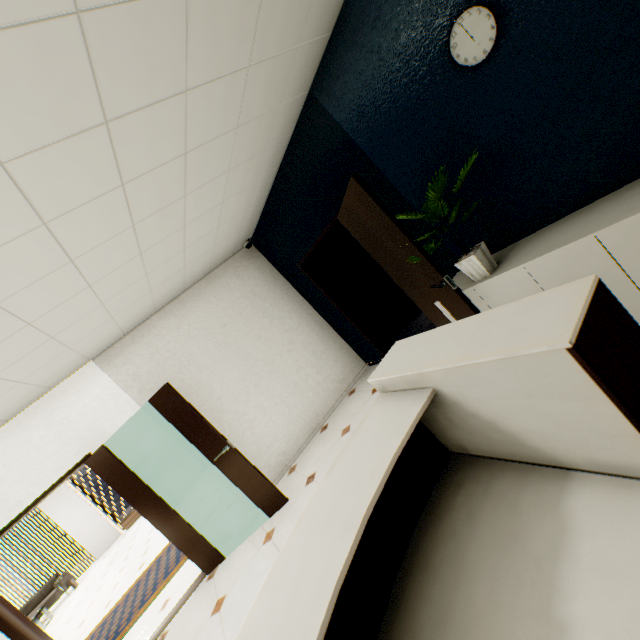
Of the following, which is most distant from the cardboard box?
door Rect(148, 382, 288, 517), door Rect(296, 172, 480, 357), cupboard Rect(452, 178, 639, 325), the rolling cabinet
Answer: the rolling cabinet

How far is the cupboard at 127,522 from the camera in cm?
1172

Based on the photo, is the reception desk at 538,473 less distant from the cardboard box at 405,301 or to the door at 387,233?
the door at 387,233

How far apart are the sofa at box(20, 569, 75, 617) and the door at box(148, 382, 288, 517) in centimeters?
1132cm

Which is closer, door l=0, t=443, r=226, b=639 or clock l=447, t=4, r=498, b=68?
clock l=447, t=4, r=498, b=68

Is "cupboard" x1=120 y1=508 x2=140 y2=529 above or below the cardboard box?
below

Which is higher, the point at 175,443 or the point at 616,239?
the point at 175,443

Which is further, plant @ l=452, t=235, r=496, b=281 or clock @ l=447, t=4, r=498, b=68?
plant @ l=452, t=235, r=496, b=281
